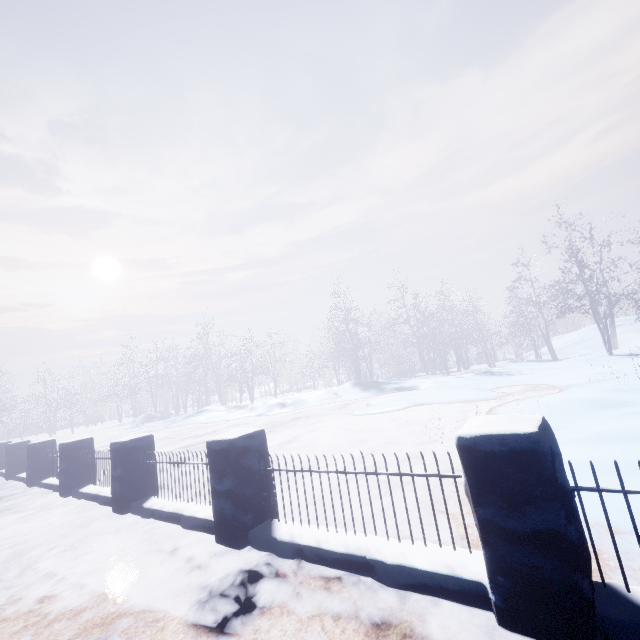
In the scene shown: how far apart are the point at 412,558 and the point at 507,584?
0.6m
